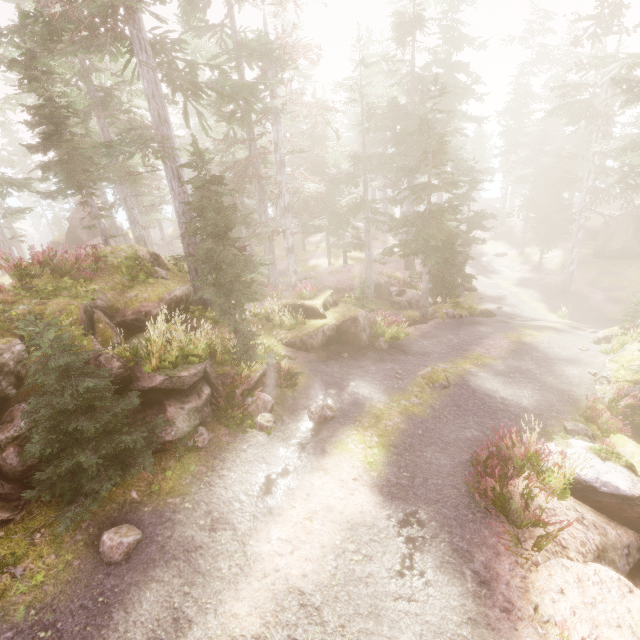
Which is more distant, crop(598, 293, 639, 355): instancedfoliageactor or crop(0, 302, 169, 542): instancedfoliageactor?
crop(598, 293, 639, 355): instancedfoliageactor

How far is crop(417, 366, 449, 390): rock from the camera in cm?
1175

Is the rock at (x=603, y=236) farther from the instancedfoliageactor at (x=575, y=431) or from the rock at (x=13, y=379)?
the rock at (x=13, y=379)

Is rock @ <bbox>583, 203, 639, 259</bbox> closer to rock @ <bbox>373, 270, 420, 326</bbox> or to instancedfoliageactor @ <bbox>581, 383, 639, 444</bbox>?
instancedfoliageactor @ <bbox>581, 383, 639, 444</bbox>

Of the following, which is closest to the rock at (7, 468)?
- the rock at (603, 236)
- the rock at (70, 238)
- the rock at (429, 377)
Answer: the rock at (429, 377)

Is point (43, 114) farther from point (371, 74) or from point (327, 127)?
point (371, 74)

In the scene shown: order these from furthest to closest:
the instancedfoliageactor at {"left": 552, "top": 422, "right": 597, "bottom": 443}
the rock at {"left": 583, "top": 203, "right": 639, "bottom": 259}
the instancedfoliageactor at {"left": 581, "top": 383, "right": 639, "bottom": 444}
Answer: the rock at {"left": 583, "top": 203, "right": 639, "bottom": 259} → the instancedfoliageactor at {"left": 581, "top": 383, "right": 639, "bottom": 444} → the instancedfoliageactor at {"left": 552, "top": 422, "right": 597, "bottom": 443}

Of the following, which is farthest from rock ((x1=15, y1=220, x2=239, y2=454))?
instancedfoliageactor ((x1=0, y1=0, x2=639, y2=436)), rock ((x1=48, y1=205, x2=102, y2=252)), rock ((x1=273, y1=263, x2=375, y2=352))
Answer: rock ((x1=48, y1=205, x2=102, y2=252))
